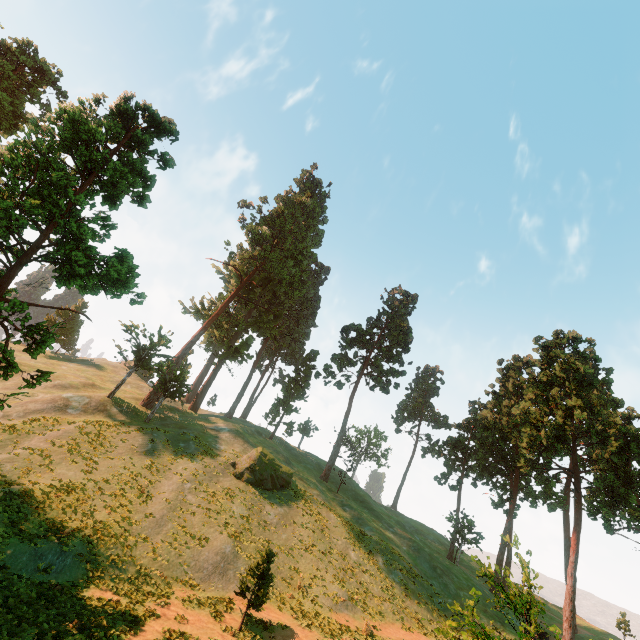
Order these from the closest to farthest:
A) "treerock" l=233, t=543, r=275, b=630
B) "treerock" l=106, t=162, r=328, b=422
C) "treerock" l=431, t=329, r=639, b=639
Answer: "treerock" l=233, t=543, r=275, b=630, "treerock" l=431, t=329, r=639, b=639, "treerock" l=106, t=162, r=328, b=422

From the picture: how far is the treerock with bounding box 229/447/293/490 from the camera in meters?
31.1 m

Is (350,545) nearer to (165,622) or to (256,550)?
(256,550)

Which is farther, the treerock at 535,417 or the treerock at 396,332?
the treerock at 396,332

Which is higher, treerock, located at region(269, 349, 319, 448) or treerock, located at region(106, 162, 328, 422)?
treerock, located at region(106, 162, 328, 422)
